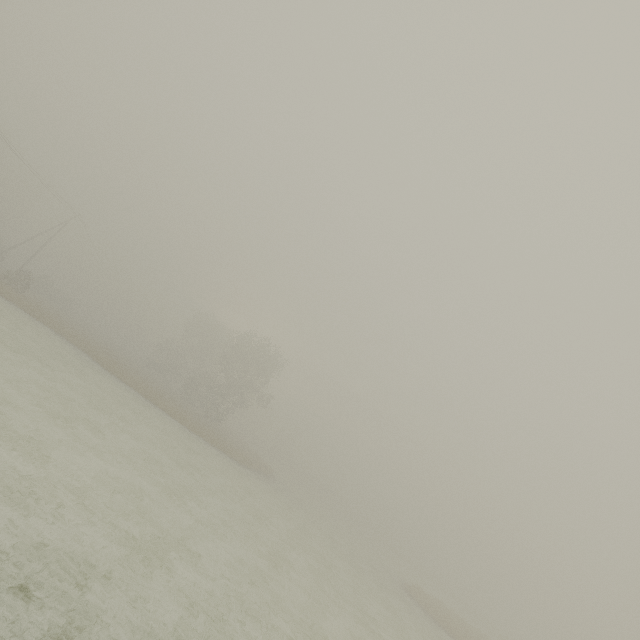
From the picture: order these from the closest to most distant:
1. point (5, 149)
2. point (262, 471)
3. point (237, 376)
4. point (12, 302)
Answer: point (12, 302) → point (262, 471) → point (237, 376) → point (5, 149)
